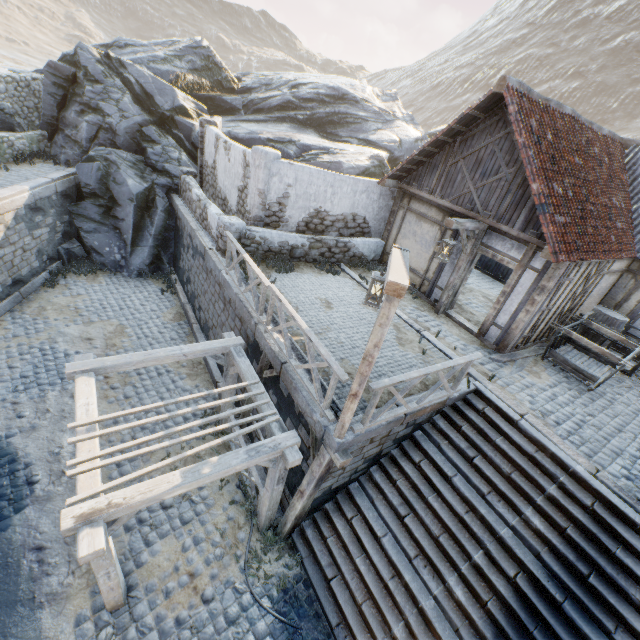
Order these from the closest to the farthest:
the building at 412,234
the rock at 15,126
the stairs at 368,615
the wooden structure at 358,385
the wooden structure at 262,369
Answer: the wooden structure at 358,385, the stairs at 368,615, the wooden structure at 262,369, the building at 412,234, the rock at 15,126

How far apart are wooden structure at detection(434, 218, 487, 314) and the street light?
3.72m

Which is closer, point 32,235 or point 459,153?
point 459,153

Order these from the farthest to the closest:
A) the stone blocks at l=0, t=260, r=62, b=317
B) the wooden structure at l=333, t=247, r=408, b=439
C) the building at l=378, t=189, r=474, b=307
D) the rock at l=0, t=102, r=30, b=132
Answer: the rock at l=0, t=102, r=30, b=132 → the stone blocks at l=0, t=260, r=62, b=317 → the building at l=378, t=189, r=474, b=307 → the wooden structure at l=333, t=247, r=408, b=439

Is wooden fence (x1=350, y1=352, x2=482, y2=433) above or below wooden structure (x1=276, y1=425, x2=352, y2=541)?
above

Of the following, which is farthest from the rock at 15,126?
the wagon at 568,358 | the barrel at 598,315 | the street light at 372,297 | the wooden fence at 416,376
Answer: the barrel at 598,315

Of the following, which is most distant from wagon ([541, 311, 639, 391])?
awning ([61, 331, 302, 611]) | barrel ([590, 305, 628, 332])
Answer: awning ([61, 331, 302, 611])

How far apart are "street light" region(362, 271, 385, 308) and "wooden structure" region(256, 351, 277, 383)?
2.44m
